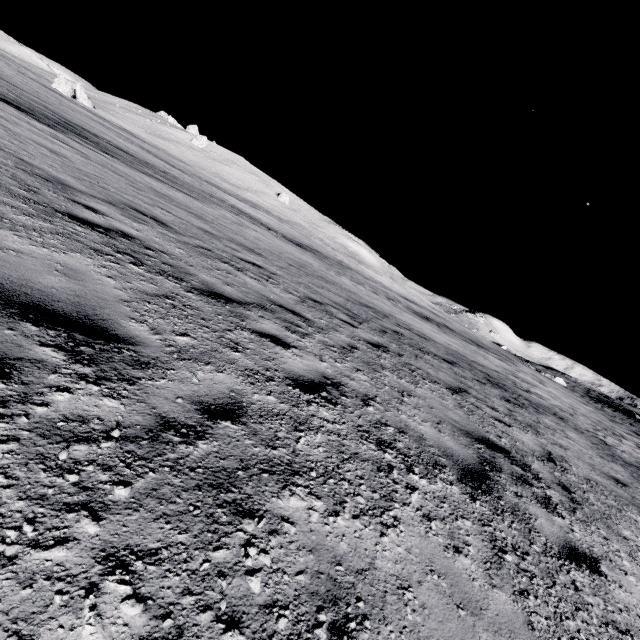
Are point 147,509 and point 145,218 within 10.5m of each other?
yes

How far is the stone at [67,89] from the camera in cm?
5144

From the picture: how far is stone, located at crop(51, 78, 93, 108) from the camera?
51.4m
